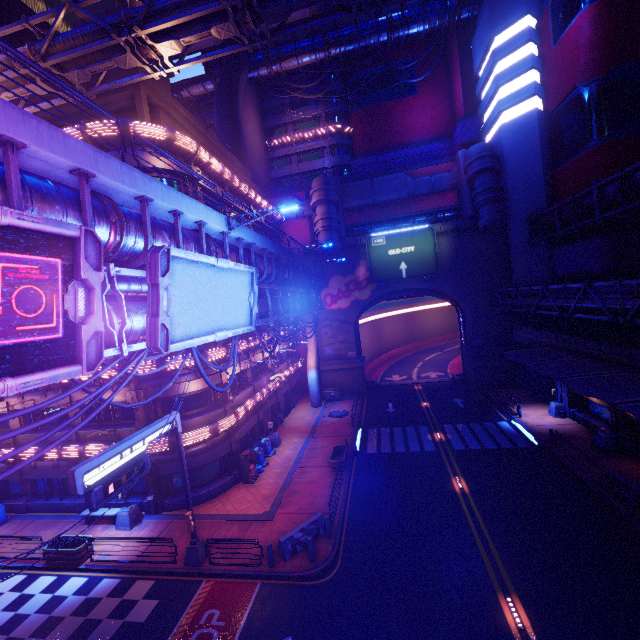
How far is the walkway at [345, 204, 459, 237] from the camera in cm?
3788

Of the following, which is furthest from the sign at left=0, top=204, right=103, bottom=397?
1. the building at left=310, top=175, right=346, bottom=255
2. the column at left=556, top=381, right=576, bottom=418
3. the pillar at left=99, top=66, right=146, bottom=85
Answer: the column at left=556, top=381, right=576, bottom=418

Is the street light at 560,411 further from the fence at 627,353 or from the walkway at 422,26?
the walkway at 422,26

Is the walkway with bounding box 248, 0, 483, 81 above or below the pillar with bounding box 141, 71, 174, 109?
above

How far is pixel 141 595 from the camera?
13.95m

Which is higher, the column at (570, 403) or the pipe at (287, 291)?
the pipe at (287, 291)

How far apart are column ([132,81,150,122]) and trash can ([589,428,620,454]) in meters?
34.2

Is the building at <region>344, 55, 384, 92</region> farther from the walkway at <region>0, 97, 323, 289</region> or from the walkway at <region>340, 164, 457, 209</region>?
the walkway at <region>0, 97, 323, 289</region>
